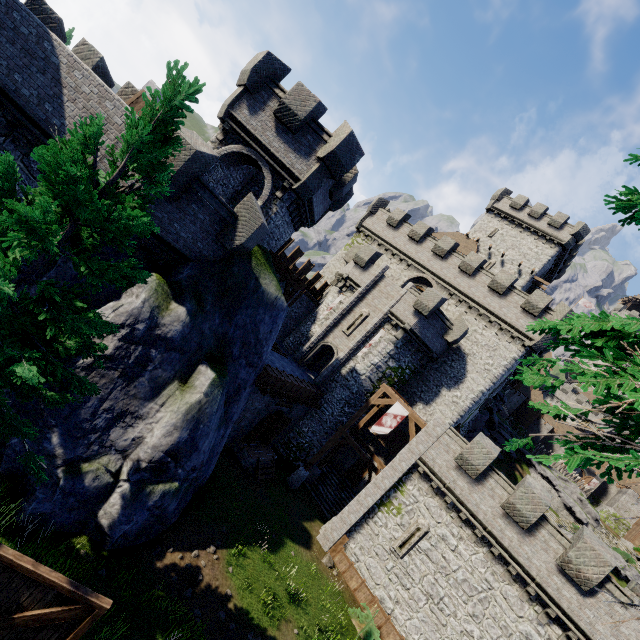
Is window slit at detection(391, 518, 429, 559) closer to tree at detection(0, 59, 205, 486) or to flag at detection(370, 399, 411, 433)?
flag at detection(370, 399, 411, 433)

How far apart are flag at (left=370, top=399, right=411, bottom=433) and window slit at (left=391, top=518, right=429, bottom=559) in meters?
4.8

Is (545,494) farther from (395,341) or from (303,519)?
(303,519)

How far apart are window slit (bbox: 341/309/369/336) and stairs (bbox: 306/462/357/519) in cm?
1061

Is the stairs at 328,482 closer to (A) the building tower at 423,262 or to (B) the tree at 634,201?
(A) the building tower at 423,262

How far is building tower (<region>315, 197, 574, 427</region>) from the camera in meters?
25.2

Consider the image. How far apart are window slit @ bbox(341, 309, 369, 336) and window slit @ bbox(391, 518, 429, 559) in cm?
1305

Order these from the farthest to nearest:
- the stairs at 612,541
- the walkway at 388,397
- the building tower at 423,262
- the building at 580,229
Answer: the stairs at 612,541 < the building at 580,229 < the building tower at 423,262 < the walkway at 388,397
